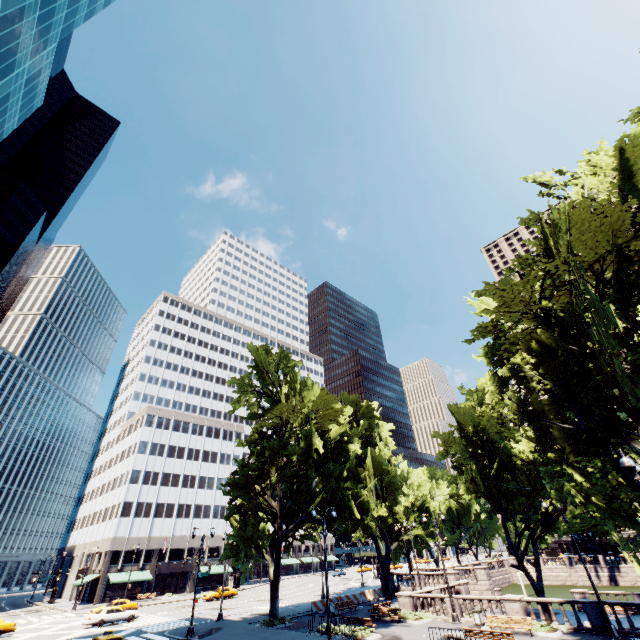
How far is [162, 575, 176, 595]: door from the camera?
58.50m

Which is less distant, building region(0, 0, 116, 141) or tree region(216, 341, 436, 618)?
building region(0, 0, 116, 141)

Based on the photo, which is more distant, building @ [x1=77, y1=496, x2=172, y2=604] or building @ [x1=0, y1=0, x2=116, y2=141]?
building @ [x1=77, y1=496, x2=172, y2=604]

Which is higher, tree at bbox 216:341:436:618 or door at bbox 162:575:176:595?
tree at bbox 216:341:436:618

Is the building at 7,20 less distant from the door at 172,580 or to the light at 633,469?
the light at 633,469

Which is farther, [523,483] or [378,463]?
[378,463]

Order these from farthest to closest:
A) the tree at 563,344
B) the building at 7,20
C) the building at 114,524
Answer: the building at 114,524 < the building at 7,20 < the tree at 563,344
